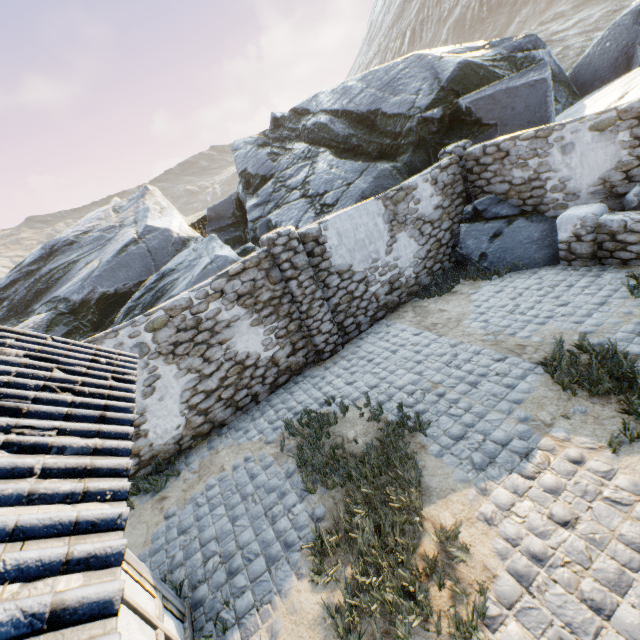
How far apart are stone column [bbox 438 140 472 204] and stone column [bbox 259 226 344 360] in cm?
535

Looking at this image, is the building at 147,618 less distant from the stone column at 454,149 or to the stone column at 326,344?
the stone column at 326,344

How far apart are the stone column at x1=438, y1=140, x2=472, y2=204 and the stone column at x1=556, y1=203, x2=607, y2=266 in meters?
2.5

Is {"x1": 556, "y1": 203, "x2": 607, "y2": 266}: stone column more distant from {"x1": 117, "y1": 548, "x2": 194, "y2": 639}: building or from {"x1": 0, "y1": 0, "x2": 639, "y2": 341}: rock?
{"x1": 117, "y1": 548, "x2": 194, "y2": 639}: building

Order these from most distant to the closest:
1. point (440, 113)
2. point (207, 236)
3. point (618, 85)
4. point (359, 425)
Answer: point (207, 236) → point (440, 113) → point (618, 85) → point (359, 425)

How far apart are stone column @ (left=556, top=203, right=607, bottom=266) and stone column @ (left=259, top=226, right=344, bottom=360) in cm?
550

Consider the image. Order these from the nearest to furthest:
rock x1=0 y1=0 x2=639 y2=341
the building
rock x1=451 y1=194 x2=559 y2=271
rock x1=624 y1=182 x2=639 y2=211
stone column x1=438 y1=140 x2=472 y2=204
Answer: the building < rock x1=624 y1=182 x2=639 y2=211 < rock x1=451 y1=194 x2=559 y2=271 < stone column x1=438 y1=140 x2=472 y2=204 < rock x1=0 y1=0 x2=639 y2=341

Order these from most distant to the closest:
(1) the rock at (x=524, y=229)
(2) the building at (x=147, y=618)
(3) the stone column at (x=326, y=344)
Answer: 1. (1) the rock at (x=524, y=229)
2. (3) the stone column at (x=326, y=344)
3. (2) the building at (x=147, y=618)
